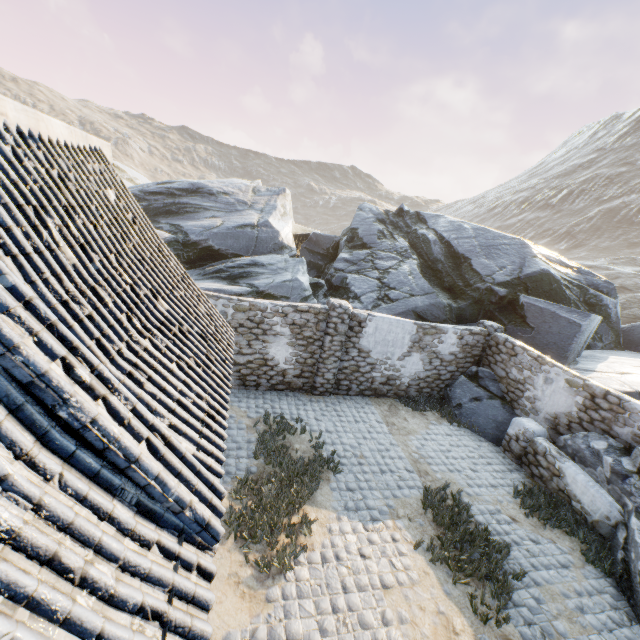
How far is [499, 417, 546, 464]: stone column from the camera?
9.2m

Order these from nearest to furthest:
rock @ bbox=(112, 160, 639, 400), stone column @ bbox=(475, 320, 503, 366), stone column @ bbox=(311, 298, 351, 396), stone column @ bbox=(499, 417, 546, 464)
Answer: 1. stone column @ bbox=(499, 417, 546, 464)
2. stone column @ bbox=(311, 298, 351, 396)
3. stone column @ bbox=(475, 320, 503, 366)
4. rock @ bbox=(112, 160, 639, 400)

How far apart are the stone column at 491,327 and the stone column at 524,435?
2.53m

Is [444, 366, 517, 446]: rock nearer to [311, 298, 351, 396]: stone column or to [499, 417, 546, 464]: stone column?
[499, 417, 546, 464]: stone column

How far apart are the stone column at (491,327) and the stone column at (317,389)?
5.4m

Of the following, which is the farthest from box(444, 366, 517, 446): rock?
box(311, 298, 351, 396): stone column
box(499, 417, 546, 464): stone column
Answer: box(311, 298, 351, 396): stone column

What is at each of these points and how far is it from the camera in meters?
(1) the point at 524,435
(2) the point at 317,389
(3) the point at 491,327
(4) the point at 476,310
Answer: (1) stone column, 9.2
(2) stone column, 10.7
(3) stone column, 11.5
(4) rock, 14.0

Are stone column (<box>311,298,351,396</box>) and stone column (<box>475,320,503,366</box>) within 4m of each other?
no
